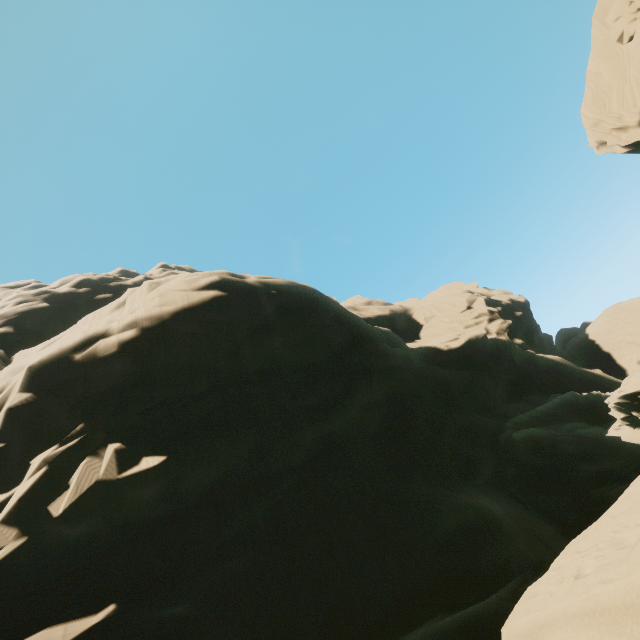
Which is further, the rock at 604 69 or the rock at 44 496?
the rock at 604 69

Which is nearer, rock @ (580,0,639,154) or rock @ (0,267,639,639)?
rock @ (0,267,639,639)

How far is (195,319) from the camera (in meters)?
24.62
